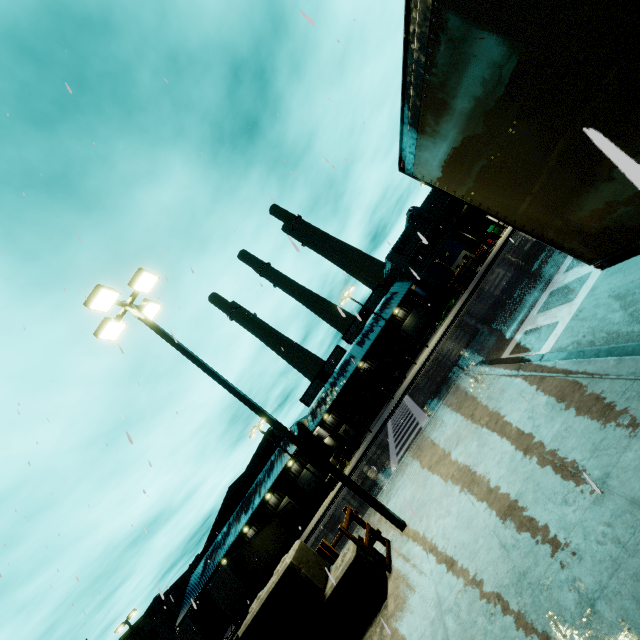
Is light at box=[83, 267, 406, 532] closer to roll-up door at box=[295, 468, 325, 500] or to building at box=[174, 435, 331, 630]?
building at box=[174, 435, 331, 630]

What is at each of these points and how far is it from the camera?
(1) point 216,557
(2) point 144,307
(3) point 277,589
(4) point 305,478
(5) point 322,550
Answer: (1) building, 37.1 meters
(2) light, 10.4 meters
(3) concrete block, 6.8 meters
(4) roll-up door, 40.9 meters
(5) fence, 7.9 meters

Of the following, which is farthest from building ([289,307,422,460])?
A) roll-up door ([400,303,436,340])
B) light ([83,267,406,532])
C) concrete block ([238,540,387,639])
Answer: light ([83,267,406,532])

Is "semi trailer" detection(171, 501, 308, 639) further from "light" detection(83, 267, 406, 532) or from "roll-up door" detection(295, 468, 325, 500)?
"light" detection(83, 267, 406, 532)

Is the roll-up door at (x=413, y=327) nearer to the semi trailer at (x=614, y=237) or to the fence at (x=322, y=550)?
the semi trailer at (x=614, y=237)

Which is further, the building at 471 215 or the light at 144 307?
the building at 471 215

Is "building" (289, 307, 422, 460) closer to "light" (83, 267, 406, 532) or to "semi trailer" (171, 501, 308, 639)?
"semi trailer" (171, 501, 308, 639)

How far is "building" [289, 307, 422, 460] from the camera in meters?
41.5
